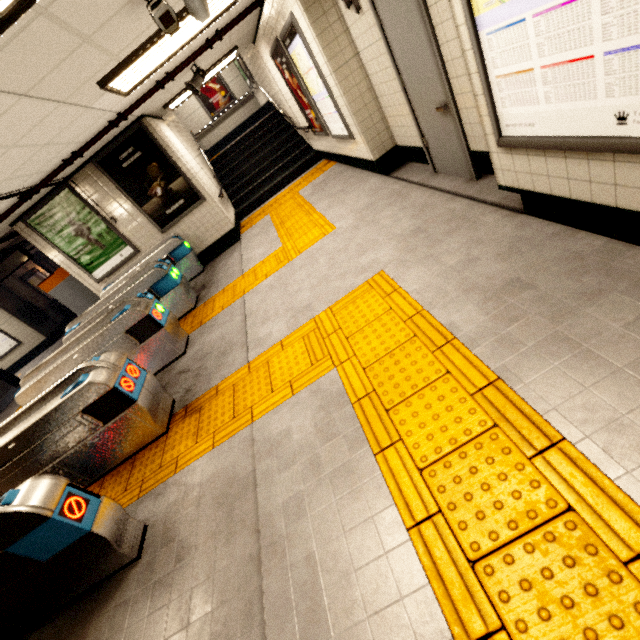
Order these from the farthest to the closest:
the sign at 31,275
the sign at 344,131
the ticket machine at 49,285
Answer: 1. the sign at 31,275
2. the ticket machine at 49,285
3. the sign at 344,131

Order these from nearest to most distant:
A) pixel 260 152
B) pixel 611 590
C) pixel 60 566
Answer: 1. pixel 611 590
2. pixel 60 566
3. pixel 260 152

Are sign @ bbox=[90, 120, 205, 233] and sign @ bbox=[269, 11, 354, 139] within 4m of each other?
yes

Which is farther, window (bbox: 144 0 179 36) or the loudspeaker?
the loudspeaker

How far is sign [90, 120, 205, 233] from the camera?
6.31m

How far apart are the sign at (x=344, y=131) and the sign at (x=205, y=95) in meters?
9.1 m

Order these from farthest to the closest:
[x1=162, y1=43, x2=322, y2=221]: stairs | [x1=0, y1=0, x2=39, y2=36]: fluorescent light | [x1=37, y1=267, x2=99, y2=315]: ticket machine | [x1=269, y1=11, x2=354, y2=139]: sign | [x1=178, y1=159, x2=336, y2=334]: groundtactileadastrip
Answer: [x1=162, y1=43, x2=322, y2=221]: stairs
[x1=37, y1=267, x2=99, y2=315]: ticket machine
[x1=178, y1=159, x2=336, y2=334]: groundtactileadastrip
[x1=269, y1=11, x2=354, y2=139]: sign
[x1=0, y1=0, x2=39, y2=36]: fluorescent light

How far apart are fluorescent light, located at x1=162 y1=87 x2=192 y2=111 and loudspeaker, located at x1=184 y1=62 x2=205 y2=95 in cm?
109
